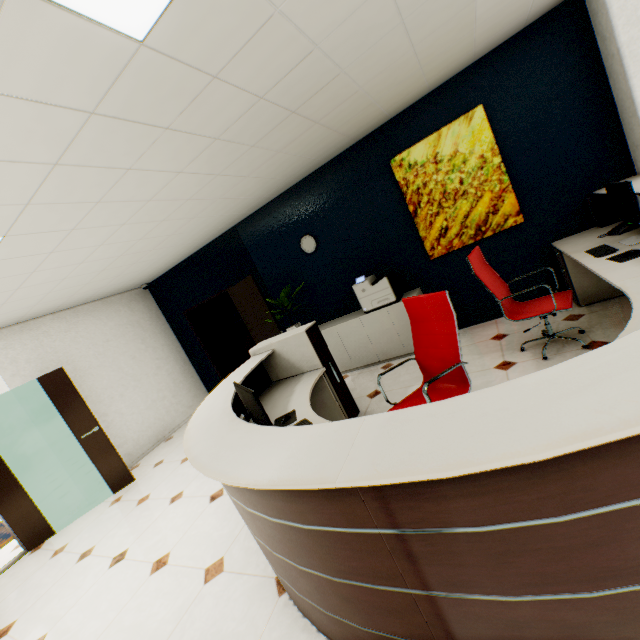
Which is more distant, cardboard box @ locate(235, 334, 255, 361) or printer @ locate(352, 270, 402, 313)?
cardboard box @ locate(235, 334, 255, 361)

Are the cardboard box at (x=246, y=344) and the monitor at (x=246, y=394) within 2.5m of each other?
no

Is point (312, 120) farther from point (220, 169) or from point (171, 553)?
point (171, 553)

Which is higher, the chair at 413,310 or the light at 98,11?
the light at 98,11

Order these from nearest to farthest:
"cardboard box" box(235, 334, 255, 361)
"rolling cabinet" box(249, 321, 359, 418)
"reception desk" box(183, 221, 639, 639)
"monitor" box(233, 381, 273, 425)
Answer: A: "reception desk" box(183, 221, 639, 639) → "monitor" box(233, 381, 273, 425) → "rolling cabinet" box(249, 321, 359, 418) → "cardboard box" box(235, 334, 255, 361)

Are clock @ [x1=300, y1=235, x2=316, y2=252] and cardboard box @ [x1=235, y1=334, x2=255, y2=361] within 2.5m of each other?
no

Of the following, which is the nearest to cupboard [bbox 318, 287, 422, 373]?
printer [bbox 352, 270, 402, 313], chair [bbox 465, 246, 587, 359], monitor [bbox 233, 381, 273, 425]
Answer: printer [bbox 352, 270, 402, 313]

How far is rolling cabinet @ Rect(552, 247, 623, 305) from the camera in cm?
351
